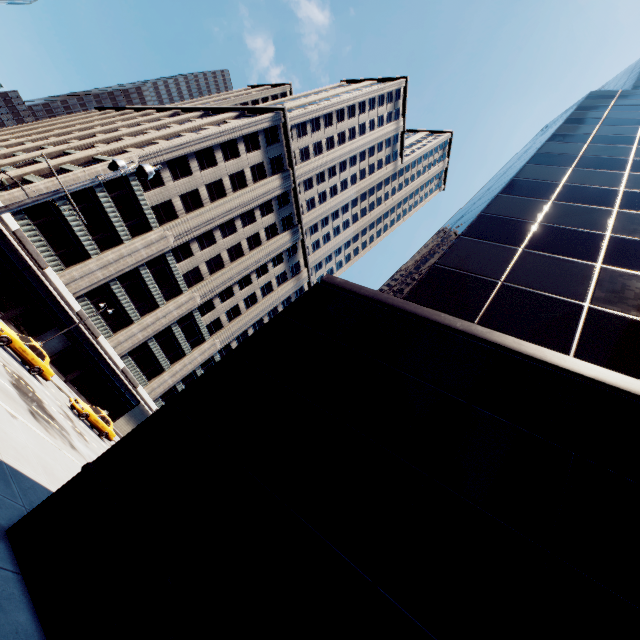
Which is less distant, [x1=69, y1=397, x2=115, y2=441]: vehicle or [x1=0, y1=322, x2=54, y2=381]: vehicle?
[x1=0, y1=322, x2=54, y2=381]: vehicle

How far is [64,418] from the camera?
19.8m

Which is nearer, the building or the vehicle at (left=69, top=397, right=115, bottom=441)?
the vehicle at (left=69, top=397, right=115, bottom=441)

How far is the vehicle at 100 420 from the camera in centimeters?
2558cm

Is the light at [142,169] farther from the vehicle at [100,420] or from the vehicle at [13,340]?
the vehicle at [100,420]

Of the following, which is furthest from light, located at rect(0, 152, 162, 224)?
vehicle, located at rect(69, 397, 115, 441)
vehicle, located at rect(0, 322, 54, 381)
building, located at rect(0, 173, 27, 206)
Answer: building, located at rect(0, 173, 27, 206)

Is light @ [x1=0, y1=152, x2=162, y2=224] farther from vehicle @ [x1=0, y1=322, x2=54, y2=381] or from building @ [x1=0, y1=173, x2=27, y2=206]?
building @ [x1=0, y1=173, x2=27, y2=206]

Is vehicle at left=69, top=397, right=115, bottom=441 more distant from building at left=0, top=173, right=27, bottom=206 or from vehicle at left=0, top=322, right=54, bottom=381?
building at left=0, top=173, right=27, bottom=206
